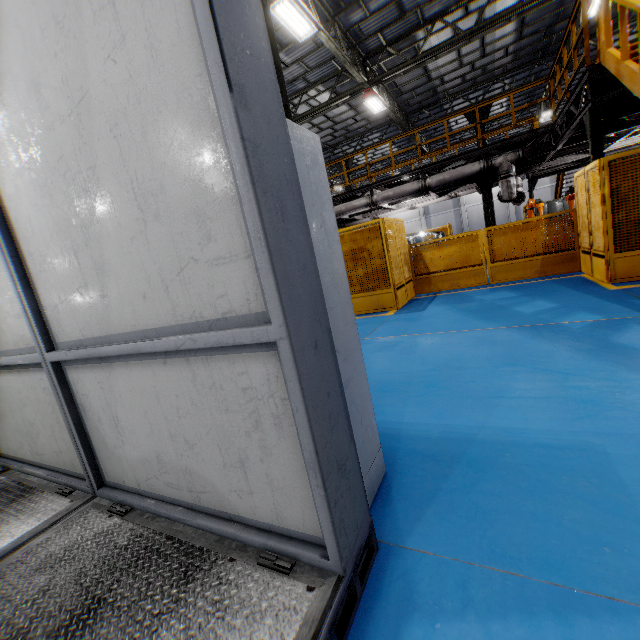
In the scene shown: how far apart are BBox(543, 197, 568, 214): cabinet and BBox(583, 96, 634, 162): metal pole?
12.38m

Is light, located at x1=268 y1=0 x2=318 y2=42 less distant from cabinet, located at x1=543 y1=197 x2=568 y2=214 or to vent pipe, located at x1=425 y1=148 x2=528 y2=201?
vent pipe, located at x1=425 y1=148 x2=528 y2=201

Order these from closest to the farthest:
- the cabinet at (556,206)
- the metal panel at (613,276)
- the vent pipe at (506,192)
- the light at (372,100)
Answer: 1. the metal panel at (613,276)
2. the vent pipe at (506,192)
3. the light at (372,100)
4. the cabinet at (556,206)

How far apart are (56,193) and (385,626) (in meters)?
2.57

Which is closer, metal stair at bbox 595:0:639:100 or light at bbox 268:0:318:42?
metal stair at bbox 595:0:639:100

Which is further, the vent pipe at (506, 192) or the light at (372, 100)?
the light at (372, 100)

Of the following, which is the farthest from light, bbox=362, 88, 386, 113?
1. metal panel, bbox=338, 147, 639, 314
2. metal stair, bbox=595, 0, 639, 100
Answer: metal stair, bbox=595, 0, 639, 100

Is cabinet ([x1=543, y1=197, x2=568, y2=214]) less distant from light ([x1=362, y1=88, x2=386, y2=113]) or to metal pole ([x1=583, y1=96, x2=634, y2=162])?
light ([x1=362, y1=88, x2=386, y2=113])
